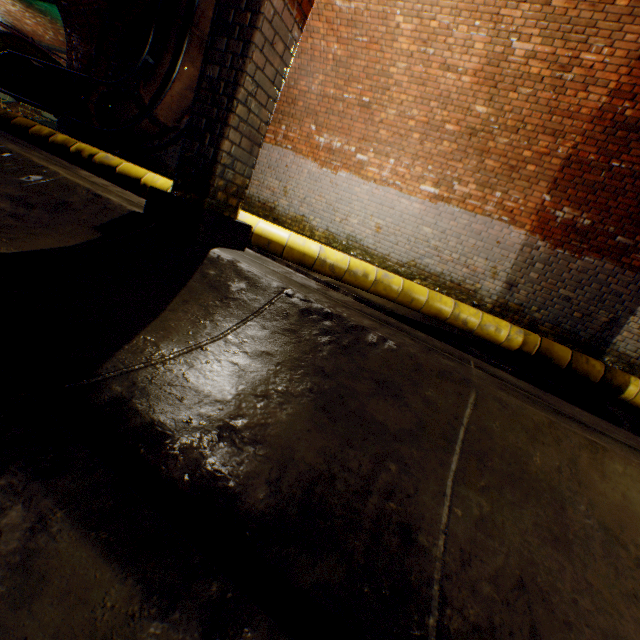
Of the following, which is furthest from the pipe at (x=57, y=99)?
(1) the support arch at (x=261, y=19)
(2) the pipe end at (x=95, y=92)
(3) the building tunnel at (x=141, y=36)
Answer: (1) the support arch at (x=261, y=19)

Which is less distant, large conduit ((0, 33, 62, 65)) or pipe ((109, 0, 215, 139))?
pipe ((109, 0, 215, 139))

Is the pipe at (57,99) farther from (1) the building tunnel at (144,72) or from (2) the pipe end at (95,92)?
(1) the building tunnel at (144,72)

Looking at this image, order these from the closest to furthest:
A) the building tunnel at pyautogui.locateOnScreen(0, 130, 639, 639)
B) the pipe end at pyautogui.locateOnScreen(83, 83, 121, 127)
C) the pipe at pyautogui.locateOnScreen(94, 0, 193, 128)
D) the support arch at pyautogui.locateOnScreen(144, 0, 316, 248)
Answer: the building tunnel at pyautogui.locateOnScreen(0, 130, 639, 639), the support arch at pyautogui.locateOnScreen(144, 0, 316, 248), the pipe at pyautogui.locateOnScreen(94, 0, 193, 128), the pipe end at pyautogui.locateOnScreen(83, 83, 121, 127)

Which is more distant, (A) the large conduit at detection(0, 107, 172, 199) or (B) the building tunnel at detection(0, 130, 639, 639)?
(A) the large conduit at detection(0, 107, 172, 199)

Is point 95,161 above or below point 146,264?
above

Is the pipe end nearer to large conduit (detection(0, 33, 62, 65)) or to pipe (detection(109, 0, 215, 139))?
pipe (detection(109, 0, 215, 139))

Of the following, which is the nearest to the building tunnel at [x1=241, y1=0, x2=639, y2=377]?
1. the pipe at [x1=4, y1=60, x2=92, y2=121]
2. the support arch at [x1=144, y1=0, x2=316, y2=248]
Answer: the support arch at [x1=144, y1=0, x2=316, y2=248]
